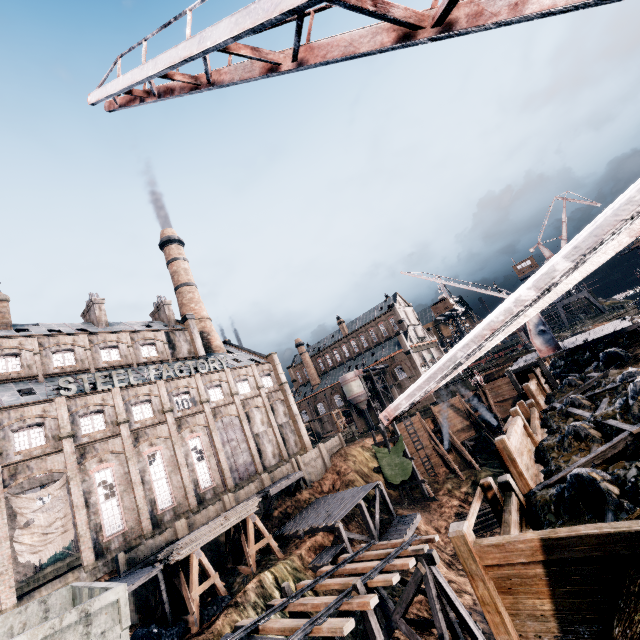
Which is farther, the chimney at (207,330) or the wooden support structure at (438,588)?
the chimney at (207,330)

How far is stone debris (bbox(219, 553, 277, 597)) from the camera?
23.3m

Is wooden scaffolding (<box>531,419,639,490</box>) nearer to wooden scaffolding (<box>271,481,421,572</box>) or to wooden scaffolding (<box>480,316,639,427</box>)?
wooden scaffolding (<box>480,316,639,427</box>)

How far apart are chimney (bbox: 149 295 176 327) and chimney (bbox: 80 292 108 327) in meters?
7.6

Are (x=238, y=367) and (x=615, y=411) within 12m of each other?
no

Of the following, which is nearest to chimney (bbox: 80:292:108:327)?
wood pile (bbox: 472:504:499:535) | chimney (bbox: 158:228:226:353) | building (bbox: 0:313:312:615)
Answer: building (bbox: 0:313:312:615)

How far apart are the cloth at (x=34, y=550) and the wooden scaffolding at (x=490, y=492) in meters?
31.0 m

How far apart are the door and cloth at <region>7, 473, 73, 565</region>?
18.84m
